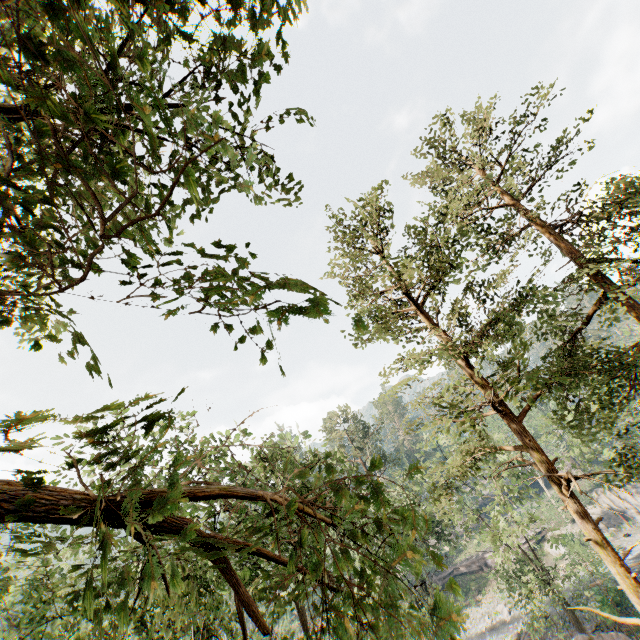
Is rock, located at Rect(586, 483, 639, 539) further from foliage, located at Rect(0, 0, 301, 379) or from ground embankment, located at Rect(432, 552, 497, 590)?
foliage, located at Rect(0, 0, 301, 379)

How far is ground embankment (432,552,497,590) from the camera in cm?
4881

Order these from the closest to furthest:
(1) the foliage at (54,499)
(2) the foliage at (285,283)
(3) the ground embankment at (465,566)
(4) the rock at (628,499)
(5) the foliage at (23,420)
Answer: (2) the foliage at (285,283) → (5) the foliage at (23,420) → (1) the foliage at (54,499) → (4) the rock at (628,499) → (3) the ground embankment at (465,566)

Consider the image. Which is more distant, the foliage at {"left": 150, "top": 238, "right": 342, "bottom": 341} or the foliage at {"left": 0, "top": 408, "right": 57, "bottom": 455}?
the foliage at {"left": 0, "top": 408, "right": 57, "bottom": 455}

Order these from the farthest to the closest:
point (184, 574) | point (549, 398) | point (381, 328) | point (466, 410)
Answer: point (549, 398)
point (381, 328)
point (466, 410)
point (184, 574)

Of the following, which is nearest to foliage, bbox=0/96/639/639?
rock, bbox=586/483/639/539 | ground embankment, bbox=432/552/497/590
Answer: ground embankment, bbox=432/552/497/590

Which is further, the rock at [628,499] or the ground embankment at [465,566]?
the ground embankment at [465,566]
